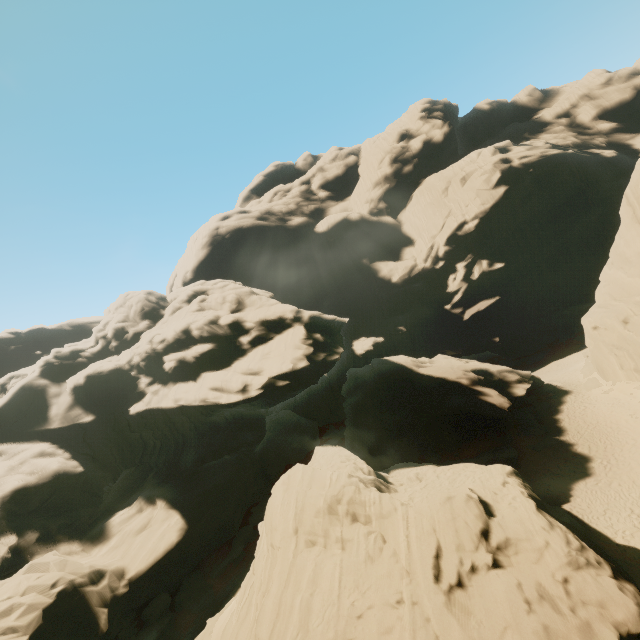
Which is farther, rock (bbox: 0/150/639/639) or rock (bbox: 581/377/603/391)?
rock (bbox: 581/377/603/391)

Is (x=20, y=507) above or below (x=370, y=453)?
above

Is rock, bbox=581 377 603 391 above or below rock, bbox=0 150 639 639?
below

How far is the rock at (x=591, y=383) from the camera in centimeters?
3225cm

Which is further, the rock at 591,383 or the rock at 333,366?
the rock at 591,383

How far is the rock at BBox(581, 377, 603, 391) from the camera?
32.25m
